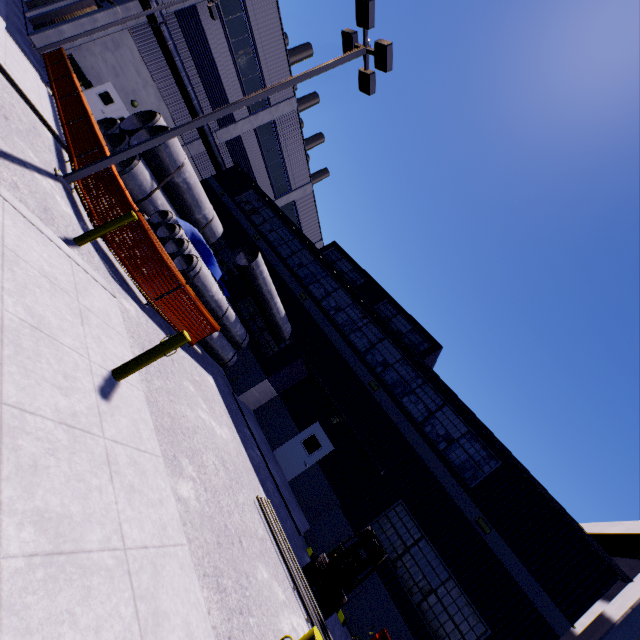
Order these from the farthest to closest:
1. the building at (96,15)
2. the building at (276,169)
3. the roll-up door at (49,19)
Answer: the roll-up door at (49,19) < the building at (96,15) < the building at (276,169)

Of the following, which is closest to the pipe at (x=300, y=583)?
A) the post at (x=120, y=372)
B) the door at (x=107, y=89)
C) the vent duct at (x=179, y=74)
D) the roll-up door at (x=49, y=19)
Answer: the post at (x=120, y=372)

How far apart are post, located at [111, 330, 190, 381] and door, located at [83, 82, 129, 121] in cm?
2438

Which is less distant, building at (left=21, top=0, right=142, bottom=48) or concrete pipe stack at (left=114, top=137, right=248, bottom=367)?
concrete pipe stack at (left=114, top=137, right=248, bottom=367)

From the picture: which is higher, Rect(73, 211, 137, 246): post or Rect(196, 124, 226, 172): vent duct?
Rect(196, 124, 226, 172): vent duct

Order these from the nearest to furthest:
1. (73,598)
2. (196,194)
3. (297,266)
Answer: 1. (73,598)
2. (196,194)
3. (297,266)

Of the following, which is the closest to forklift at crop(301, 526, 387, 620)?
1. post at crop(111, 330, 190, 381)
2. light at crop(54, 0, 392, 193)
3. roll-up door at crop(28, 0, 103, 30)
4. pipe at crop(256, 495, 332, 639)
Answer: pipe at crop(256, 495, 332, 639)

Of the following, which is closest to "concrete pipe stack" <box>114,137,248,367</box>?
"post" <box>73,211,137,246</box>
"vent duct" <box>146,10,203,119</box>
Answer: "vent duct" <box>146,10,203,119</box>
